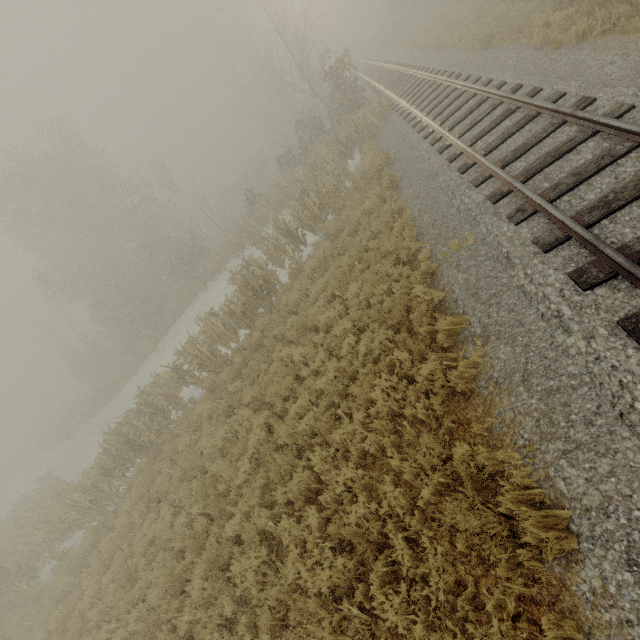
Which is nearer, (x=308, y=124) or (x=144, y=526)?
(x=144, y=526)
